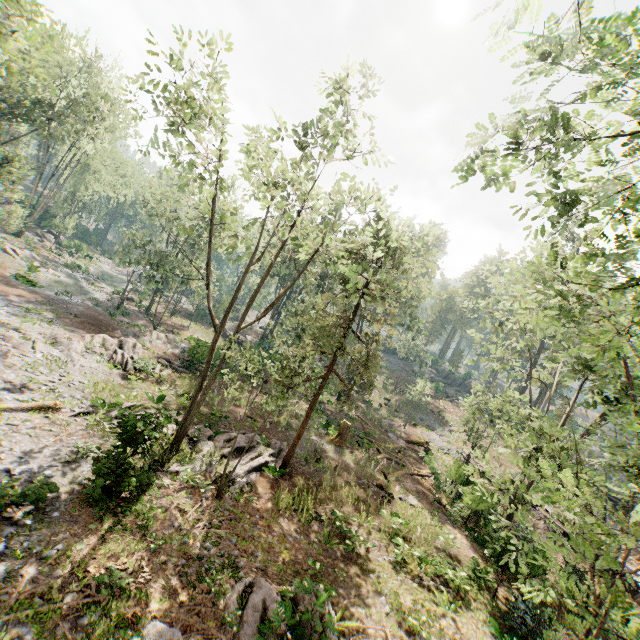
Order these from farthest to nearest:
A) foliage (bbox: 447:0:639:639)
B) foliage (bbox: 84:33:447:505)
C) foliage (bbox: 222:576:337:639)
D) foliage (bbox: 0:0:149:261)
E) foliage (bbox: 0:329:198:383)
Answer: foliage (bbox: 0:329:198:383), foliage (bbox: 0:0:149:261), foliage (bbox: 84:33:447:505), foliage (bbox: 222:576:337:639), foliage (bbox: 447:0:639:639)

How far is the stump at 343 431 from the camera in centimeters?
2417cm

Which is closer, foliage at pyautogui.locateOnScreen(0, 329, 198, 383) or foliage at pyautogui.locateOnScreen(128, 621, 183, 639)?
foliage at pyautogui.locateOnScreen(128, 621, 183, 639)

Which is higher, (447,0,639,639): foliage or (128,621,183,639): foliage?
(447,0,639,639): foliage

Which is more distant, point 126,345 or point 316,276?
point 316,276

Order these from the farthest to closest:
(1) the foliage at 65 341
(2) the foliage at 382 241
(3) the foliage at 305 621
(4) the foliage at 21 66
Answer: (1) the foliage at 65 341 → (4) the foliage at 21 66 → (2) the foliage at 382 241 → (3) the foliage at 305 621

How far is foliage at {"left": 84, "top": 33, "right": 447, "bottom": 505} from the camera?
12.7 meters
